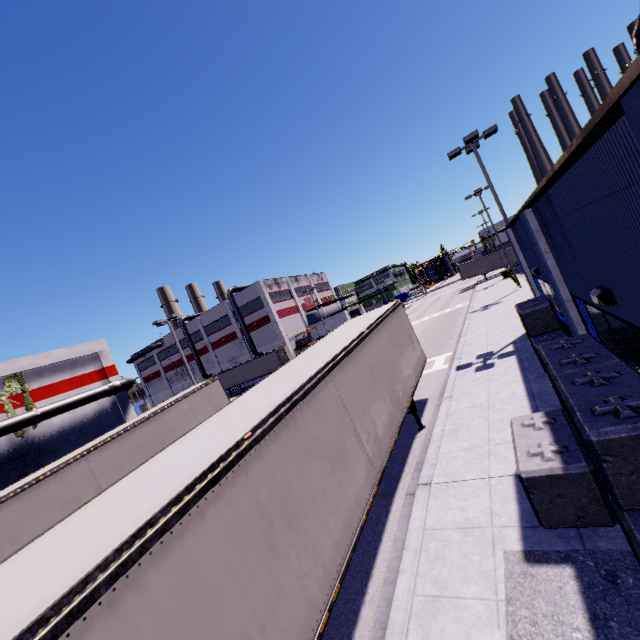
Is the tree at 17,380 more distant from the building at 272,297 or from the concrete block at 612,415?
the concrete block at 612,415

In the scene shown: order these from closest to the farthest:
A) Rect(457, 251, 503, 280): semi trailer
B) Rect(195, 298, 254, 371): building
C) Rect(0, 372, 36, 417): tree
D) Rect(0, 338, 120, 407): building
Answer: Rect(0, 372, 36, 417): tree
Rect(0, 338, 120, 407): building
Rect(457, 251, 503, 280): semi trailer
Rect(195, 298, 254, 371): building

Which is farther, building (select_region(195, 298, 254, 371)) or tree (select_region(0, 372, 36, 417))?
building (select_region(195, 298, 254, 371))

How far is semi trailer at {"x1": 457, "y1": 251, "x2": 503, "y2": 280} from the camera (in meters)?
51.59

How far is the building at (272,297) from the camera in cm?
5216

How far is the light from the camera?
4.98m

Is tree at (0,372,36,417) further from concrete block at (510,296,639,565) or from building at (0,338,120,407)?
concrete block at (510,296,639,565)

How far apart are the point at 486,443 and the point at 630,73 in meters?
7.9 m
